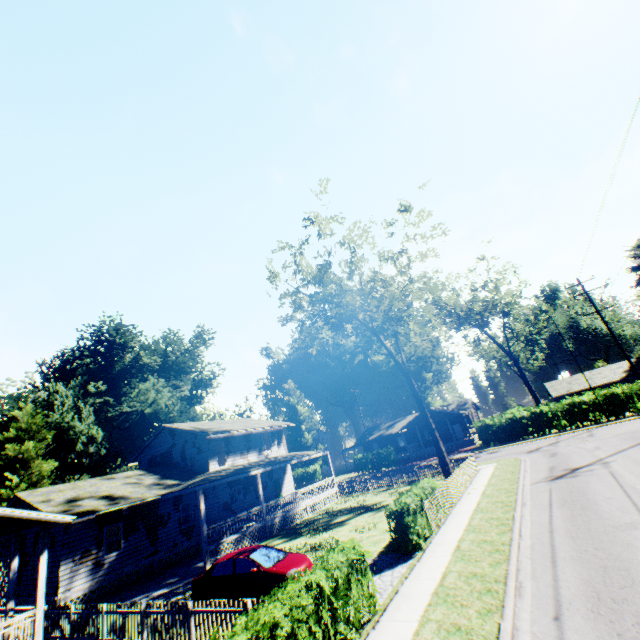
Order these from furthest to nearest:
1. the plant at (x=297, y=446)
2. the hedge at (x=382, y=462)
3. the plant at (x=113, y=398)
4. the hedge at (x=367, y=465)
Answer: the plant at (x=297, y=446) < the hedge at (x=367, y=465) < the hedge at (x=382, y=462) < the plant at (x=113, y=398)

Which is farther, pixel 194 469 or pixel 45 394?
pixel 45 394

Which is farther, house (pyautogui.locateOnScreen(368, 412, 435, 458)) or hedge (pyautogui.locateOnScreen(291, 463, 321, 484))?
hedge (pyautogui.locateOnScreen(291, 463, 321, 484))

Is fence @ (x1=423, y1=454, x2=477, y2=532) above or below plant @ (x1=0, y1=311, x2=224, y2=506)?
below

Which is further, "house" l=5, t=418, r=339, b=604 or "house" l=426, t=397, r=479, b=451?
"house" l=426, t=397, r=479, b=451

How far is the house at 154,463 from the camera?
17.7m

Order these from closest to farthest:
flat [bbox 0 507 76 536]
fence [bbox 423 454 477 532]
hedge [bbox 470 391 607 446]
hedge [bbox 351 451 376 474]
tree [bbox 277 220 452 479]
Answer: flat [bbox 0 507 76 536]
fence [bbox 423 454 477 532]
tree [bbox 277 220 452 479]
hedge [bbox 470 391 607 446]
hedge [bbox 351 451 376 474]

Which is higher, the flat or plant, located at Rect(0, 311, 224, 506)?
plant, located at Rect(0, 311, 224, 506)
